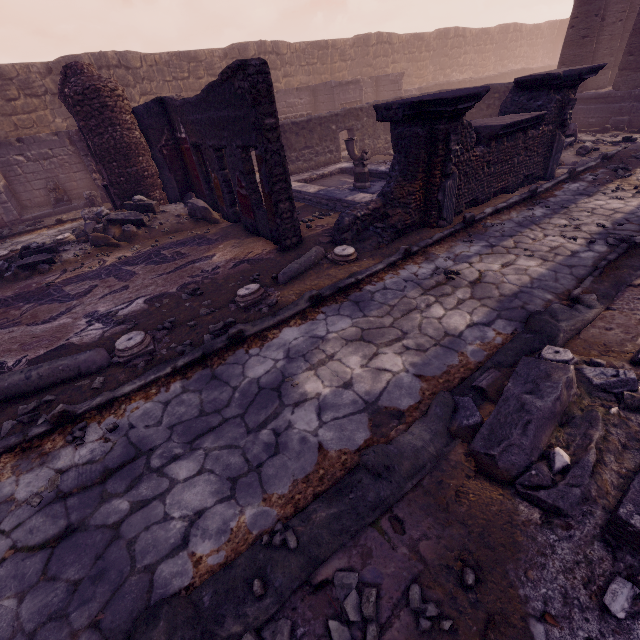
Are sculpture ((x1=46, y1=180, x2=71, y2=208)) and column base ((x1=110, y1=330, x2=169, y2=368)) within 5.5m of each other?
no

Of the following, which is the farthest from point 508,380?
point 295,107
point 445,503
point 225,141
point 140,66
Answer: point 140,66

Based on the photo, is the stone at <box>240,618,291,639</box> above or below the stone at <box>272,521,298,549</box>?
below

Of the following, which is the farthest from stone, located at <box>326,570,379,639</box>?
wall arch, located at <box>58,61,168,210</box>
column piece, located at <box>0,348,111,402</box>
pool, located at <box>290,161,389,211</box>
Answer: wall arch, located at <box>58,61,168,210</box>

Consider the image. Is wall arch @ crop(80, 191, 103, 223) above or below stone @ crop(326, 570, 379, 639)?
above

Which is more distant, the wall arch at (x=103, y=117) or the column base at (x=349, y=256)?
the wall arch at (x=103, y=117)

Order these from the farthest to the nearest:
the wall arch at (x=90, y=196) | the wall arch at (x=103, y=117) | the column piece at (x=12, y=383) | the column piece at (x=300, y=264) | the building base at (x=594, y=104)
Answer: the building base at (x=594, y=104) → the wall arch at (x=90, y=196) → the wall arch at (x=103, y=117) → the column piece at (x=300, y=264) → the column piece at (x=12, y=383)

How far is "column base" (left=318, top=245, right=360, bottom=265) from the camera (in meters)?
5.38
